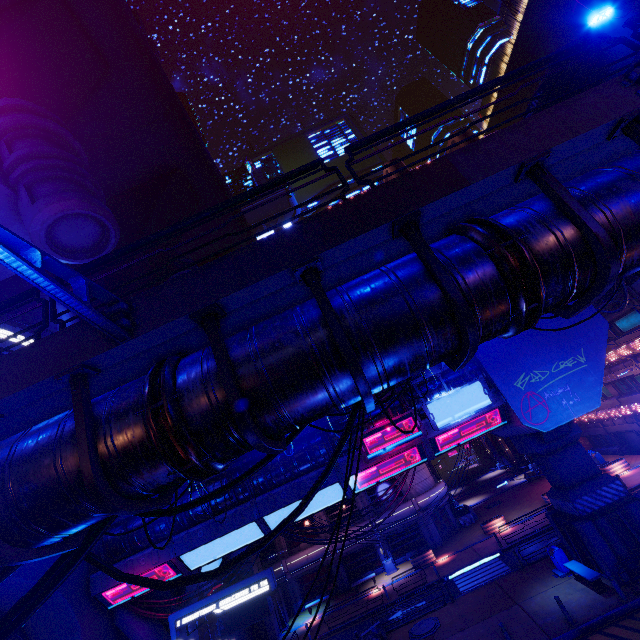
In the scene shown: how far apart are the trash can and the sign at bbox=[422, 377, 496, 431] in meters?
9.9

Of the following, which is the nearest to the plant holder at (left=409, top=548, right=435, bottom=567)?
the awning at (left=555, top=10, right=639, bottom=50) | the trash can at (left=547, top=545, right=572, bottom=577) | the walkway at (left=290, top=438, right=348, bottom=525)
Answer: the trash can at (left=547, top=545, right=572, bottom=577)

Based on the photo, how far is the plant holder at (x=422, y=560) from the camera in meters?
28.9 m

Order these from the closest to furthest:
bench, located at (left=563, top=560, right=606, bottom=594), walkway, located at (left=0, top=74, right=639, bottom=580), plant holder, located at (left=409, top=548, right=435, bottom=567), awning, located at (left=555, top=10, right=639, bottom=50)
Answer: walkway, located at (left=0, top=74, right=639, bottom=580), awning, located at (left=555, top=10, right=639, bottom=50), bench, located at (left=563, top=560, right=606, bottom=594), plant holder, located at (left=409, top=548, right=435, bottom=567)

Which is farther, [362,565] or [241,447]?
[362,565]

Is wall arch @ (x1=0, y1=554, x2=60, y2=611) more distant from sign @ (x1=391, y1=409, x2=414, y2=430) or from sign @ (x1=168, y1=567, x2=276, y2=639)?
sign @ (x1=391, y1=409, x2=414, y2=430)

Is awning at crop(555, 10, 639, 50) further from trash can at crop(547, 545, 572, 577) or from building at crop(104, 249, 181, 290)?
building at crop(104, 249, 181, 290)

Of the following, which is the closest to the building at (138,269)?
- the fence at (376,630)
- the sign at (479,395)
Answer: the sign at (479,395)
